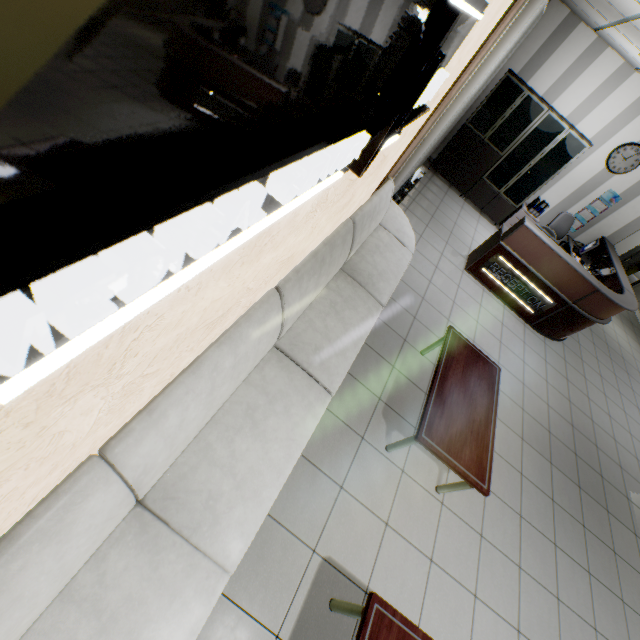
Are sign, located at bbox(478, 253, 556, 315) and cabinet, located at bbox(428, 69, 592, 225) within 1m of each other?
no

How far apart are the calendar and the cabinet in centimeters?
110cm

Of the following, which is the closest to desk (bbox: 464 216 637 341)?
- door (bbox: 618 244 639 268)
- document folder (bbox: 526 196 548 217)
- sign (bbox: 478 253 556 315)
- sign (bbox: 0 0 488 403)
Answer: sign (bbox: 478 253 556 315)

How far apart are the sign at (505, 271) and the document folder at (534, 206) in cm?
287

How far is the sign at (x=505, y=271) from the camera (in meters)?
5.46

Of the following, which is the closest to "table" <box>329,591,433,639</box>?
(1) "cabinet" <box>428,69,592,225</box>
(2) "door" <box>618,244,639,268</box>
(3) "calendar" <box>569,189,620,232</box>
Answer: (1) "cabinet" <box>428,69,592,225</box>

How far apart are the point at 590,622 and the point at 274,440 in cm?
389

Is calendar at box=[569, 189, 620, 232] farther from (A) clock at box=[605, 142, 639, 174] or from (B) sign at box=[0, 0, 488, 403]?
(B) sign at box=[0, 0, 488, 403]
